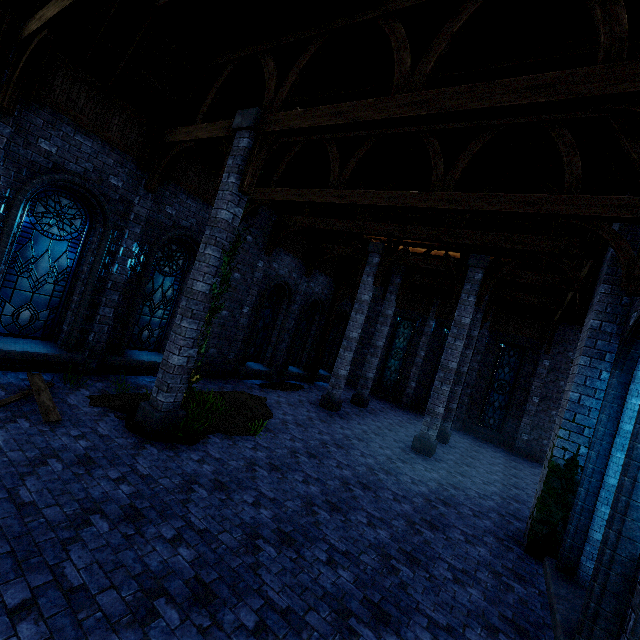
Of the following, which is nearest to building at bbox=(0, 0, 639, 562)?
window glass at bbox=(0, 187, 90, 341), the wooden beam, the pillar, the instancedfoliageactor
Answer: the pillar

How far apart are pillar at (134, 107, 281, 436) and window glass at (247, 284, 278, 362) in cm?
658

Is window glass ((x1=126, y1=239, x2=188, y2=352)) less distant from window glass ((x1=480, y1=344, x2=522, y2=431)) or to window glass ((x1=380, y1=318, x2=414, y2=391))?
window glass ((x1=380, y1=318, x2=414, y2=391))

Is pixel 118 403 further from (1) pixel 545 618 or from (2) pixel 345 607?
(1) pixel 545 618

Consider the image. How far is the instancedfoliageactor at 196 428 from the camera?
6.7 meters

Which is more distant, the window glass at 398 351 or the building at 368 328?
the building at 368 328

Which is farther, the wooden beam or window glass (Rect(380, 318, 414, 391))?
window glass (Rect(380, 318, 414, 391))

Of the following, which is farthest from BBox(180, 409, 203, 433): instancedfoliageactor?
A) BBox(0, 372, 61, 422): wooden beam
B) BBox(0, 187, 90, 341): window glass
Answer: BBox(0, 187, 90, 341): window glass
